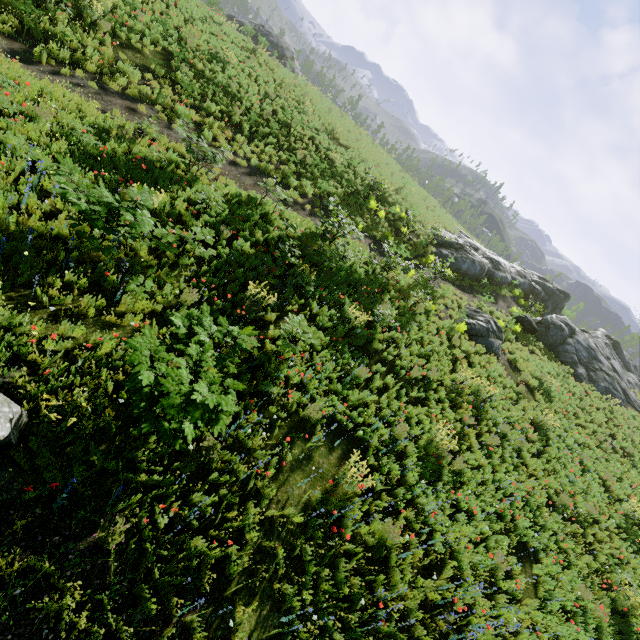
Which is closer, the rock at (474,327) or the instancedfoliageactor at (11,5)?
the instancedfoliageactor at (11,5)

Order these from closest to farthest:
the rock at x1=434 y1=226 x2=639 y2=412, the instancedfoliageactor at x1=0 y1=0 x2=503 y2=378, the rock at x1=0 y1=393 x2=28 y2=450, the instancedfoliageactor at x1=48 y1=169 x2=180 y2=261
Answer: the rock at x1=0 y1=393 x2=28 y2=450
the instancedfoliageactor at x1=48 y1=169 x2=180 y2=261
the instancedfoliageactor at x1=0 y1=0 x2=503 y2=378
the rock at x1=434 y1=226 x2=639 y2=412

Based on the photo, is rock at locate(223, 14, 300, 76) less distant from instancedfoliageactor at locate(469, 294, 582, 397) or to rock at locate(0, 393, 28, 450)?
instancedfoliageactor at locate(469, 294, 582, 397)

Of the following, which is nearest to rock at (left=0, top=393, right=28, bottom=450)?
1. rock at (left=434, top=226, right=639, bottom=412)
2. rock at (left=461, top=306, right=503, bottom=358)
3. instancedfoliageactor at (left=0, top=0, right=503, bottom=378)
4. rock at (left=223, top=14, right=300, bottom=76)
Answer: instancedfoliageactor at (left=0, top=0, right=503, bottom=378)

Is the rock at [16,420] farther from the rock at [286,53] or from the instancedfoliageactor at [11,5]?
the rock at [286,53]

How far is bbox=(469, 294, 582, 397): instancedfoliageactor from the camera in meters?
16.4 m

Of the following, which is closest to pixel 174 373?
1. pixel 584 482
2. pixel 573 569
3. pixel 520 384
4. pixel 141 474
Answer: pixel 141 474
